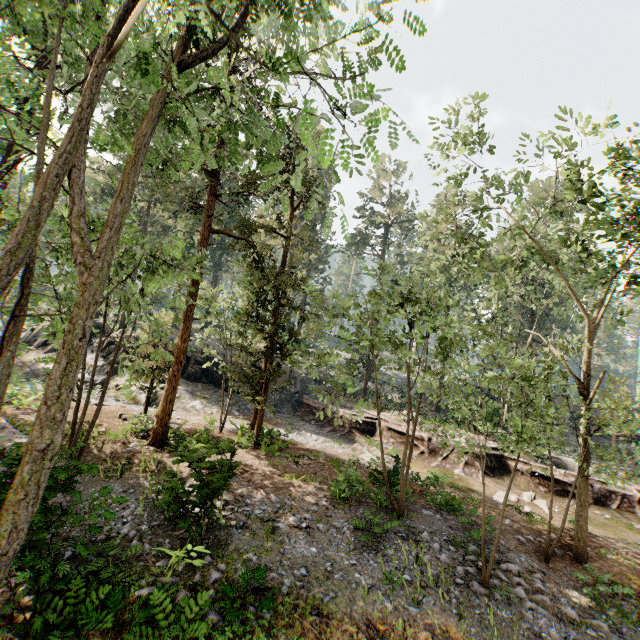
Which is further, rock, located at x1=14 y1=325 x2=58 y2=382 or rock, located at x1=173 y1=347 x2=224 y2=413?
rock, located at x1=173 y1=347 x2=224 y2=413

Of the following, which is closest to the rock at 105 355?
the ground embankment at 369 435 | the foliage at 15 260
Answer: the ground embankment at 369 435

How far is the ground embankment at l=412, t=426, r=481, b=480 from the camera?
20.1m

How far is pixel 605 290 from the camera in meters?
12.4 m

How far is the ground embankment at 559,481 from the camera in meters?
18.9

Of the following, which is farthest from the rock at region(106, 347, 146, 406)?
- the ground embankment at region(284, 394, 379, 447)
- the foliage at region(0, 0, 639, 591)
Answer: the foliage at region(0, 0, 639, 591)

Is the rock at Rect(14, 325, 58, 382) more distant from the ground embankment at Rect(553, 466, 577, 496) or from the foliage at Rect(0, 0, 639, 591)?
the foliage at Rect(0, 0, 639, 591)
